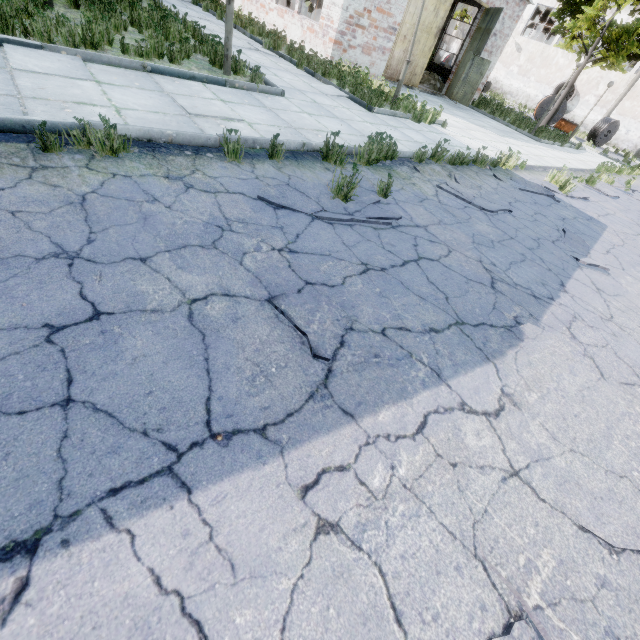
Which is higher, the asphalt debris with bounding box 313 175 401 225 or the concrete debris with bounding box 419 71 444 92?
the concrete debris with bounding box 419 71 444 92

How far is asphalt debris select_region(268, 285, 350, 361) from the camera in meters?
2.4 m

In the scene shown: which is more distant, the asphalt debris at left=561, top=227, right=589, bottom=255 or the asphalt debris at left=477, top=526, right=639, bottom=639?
the asphalt debris at left=561, top=227, right=589, bottom=255

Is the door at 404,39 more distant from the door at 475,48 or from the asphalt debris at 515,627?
the asphalt debris at 515,627

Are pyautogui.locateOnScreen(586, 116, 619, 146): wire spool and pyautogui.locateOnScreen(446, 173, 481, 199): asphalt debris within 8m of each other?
no

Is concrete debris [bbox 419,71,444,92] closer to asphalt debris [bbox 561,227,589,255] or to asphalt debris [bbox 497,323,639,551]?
asphalt debris [bbox 561,227,589,255]

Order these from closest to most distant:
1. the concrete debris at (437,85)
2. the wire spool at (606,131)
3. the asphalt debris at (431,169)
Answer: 1. the asphalt debris at (431,169)
2. the concrete debris at (437,85)
3. the wire spool at (606,131)

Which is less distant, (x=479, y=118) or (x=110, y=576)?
(x=110, y=576)
